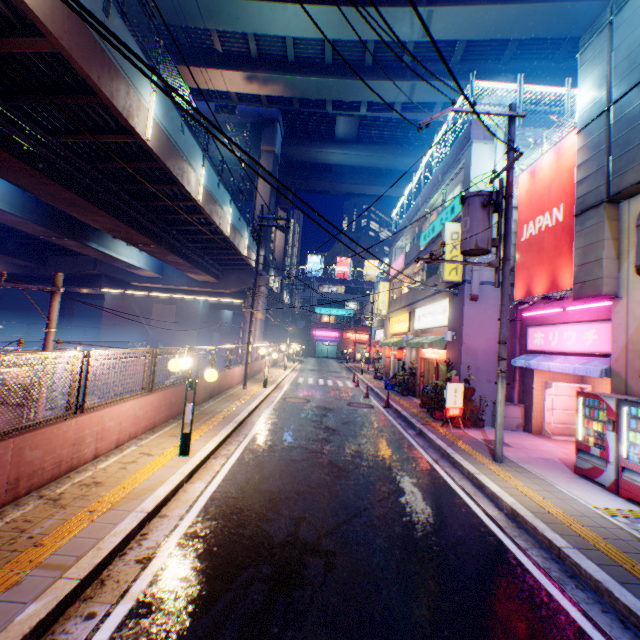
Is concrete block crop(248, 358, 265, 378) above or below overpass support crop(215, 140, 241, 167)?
below

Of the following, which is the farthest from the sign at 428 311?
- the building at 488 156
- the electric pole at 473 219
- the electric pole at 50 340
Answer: the electric pole at 50 340

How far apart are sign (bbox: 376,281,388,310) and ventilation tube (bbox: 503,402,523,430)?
15.9m

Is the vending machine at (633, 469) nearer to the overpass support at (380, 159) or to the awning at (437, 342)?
the awning at (437, 342)

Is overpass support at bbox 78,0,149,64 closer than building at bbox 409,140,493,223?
Yes

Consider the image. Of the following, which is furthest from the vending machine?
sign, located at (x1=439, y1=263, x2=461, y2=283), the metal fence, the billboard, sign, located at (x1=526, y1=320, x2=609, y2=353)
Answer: the metal fence

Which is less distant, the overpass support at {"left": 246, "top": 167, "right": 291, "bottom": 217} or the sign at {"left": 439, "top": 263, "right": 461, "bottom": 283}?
the sign at {"left": 439, "top": 263, "right": 461, "bottom": 283}

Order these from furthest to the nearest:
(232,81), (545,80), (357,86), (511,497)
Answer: (232,81) < (357,86) < (545,80) < (511,497)
